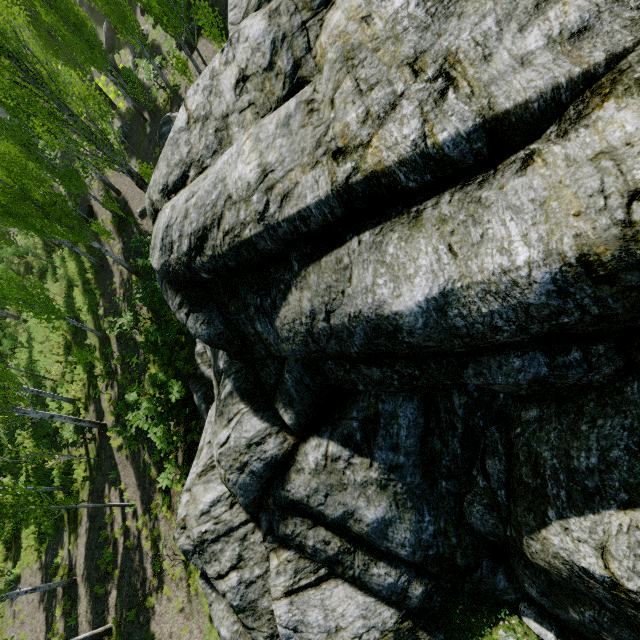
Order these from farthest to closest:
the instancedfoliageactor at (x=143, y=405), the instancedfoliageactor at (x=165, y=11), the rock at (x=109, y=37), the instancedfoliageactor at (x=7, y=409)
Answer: the rock at (x=109, y=37) < the instancedfoliageactor at (x=7, y=409) < the instancedfoliageactor at (x=143, y=405) < the instancedfoliageactor at (x=165, y=11)

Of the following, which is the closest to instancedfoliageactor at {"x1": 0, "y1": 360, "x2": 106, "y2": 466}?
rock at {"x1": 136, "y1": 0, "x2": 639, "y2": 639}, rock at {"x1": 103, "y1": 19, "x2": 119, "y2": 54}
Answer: rock at {"x1": 136, "y1": 0, "x2": 639, "y2": 639}

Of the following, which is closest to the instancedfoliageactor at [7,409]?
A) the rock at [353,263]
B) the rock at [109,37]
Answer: the rock at [353,263]

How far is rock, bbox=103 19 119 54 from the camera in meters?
29.7

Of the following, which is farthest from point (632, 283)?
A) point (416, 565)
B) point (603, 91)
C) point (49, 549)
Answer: point (49, 549)

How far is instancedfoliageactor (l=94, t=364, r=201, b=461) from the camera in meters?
11.5 m

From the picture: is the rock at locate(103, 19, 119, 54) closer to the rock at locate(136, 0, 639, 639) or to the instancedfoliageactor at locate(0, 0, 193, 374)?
the instancedfoliageactor at locate(0, 0, 193, 374)

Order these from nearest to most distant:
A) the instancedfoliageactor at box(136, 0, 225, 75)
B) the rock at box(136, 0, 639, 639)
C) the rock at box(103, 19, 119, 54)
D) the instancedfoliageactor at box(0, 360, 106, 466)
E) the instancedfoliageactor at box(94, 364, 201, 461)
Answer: the rock at box(136, 0, 639, 639)
the instancedfoliageactor at box(136, 0, 225, 75)
the instancedfoliageactor at box(94, 364, 201, 461)
the instancedfoliageactor at box(0, 360, 106, 466)
the rock at box(103, 19, 119, 54)
